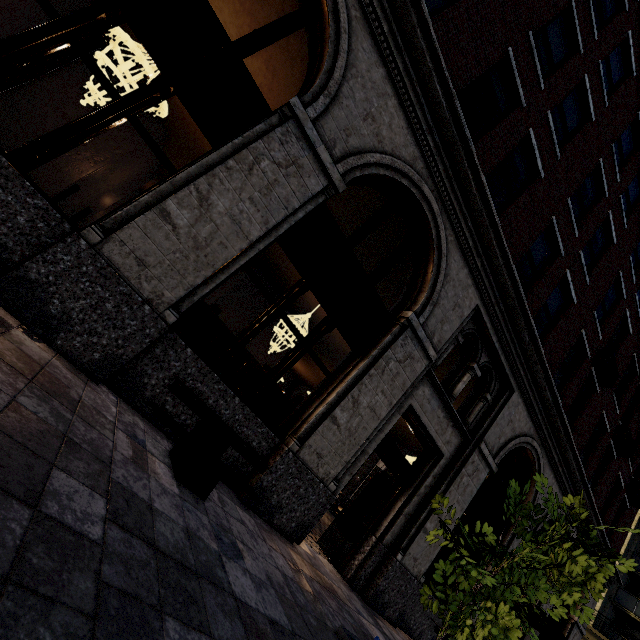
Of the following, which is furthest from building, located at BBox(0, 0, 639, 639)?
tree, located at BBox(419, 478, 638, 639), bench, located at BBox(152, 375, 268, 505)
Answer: tree, located at BBox(419, 478, 638, 639)

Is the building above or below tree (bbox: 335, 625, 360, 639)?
above

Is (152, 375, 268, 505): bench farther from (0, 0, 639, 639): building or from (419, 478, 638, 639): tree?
(419, 478, 638, 639): tree

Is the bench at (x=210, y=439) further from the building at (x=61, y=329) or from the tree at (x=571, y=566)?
the tree at (x=571, y=566)

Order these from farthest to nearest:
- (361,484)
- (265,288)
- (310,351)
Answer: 1. (361,484)
2. (310,351)
3. (265,288)

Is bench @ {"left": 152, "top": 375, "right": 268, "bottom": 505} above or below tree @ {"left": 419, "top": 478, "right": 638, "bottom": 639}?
below

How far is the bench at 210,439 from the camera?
3.5 meters

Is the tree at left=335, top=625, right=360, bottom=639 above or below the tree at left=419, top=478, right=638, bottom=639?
below
